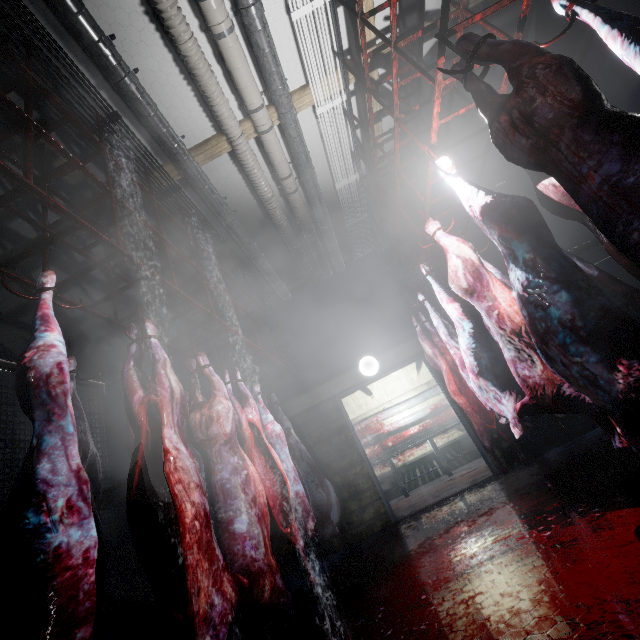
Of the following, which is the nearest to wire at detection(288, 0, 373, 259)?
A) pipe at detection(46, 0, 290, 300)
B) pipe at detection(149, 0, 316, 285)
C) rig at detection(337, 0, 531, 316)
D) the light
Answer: rig at detection(337, 0, 531, 316)

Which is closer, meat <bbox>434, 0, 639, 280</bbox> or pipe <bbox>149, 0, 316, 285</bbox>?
meat <bbox>434, 0, 639, 280</bbox>

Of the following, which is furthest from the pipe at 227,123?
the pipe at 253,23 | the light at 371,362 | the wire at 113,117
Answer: the light at 371,362

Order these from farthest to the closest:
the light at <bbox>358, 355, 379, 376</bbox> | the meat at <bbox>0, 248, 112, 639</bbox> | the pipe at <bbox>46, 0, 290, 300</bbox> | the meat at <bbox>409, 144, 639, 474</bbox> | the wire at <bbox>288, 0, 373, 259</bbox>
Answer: the light at <bbox>358, 355, 379, 376</bbox>
the wire at <bbox>288, 0, 373, 259</bbox>
the pipe at <bbox>46, 0, 290, 300</bbox>
the meat at <bbox>409, 144, 639, 474</bbox>
the meat at <bbox>0, 248, 112, 639</bbox>

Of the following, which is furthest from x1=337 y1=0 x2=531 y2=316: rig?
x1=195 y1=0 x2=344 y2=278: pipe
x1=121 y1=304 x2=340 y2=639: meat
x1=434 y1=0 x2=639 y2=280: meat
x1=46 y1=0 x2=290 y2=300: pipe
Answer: x1=121 y1=304 x2=340 y2=639: meat

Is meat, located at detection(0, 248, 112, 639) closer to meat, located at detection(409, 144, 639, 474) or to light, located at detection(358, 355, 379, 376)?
meat, located at detection(409, 144, 639, 474)

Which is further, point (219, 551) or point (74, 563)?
point (219, 551)

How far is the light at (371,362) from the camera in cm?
488
